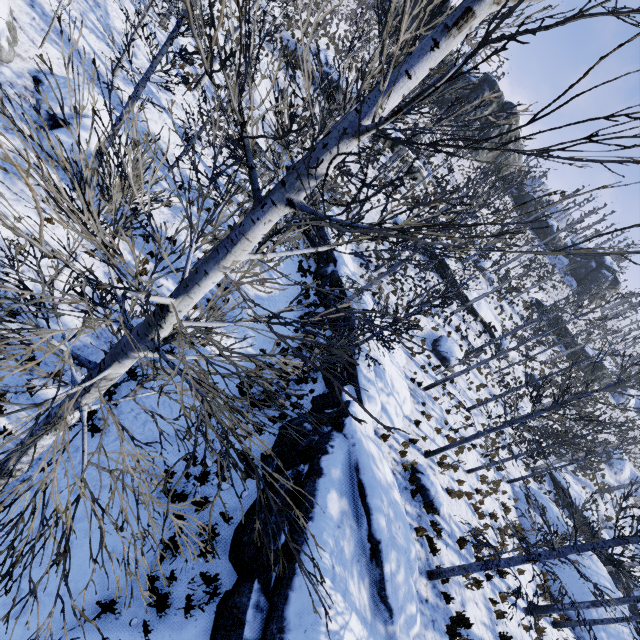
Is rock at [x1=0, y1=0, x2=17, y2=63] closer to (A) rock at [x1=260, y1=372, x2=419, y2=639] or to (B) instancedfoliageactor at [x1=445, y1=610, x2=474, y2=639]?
(B) instancedfoliageactor at [x1=445, y1=610, x2=474, y2=639]

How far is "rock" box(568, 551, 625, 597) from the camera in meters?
16.4

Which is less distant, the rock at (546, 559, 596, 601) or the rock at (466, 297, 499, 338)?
the rock at (546, 559, 596, 601)

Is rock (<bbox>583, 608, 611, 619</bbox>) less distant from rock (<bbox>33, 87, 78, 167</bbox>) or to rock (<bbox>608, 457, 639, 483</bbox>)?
rock (<bbox>608, 457, 639, 483</bbox>)

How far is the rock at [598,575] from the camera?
16.4 meters

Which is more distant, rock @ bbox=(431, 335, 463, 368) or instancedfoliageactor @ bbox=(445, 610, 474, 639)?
rock @ bbox=(431, 335, 463, 368)

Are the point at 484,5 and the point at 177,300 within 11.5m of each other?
yes

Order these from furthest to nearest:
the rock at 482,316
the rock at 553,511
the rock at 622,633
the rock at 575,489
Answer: the rock at 482,316 < the rock at 575,489 < the rock at 553,511 < the rock at 622,633
